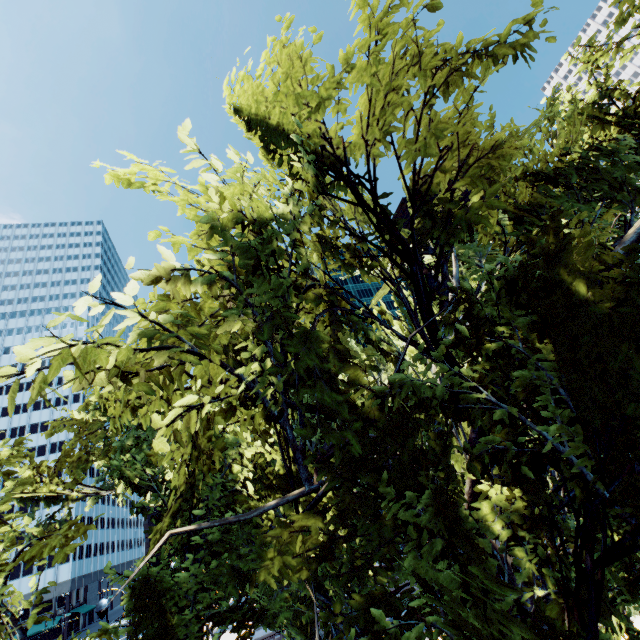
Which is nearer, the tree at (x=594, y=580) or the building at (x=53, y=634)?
the tree at (x=594, y=580)

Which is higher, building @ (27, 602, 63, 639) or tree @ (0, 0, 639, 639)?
tree @ (0, 0, 639, 639)

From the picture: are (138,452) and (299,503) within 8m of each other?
yes

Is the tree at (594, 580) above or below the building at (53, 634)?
above

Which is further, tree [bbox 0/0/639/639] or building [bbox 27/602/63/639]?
building [bbox 27/602/63/639]
